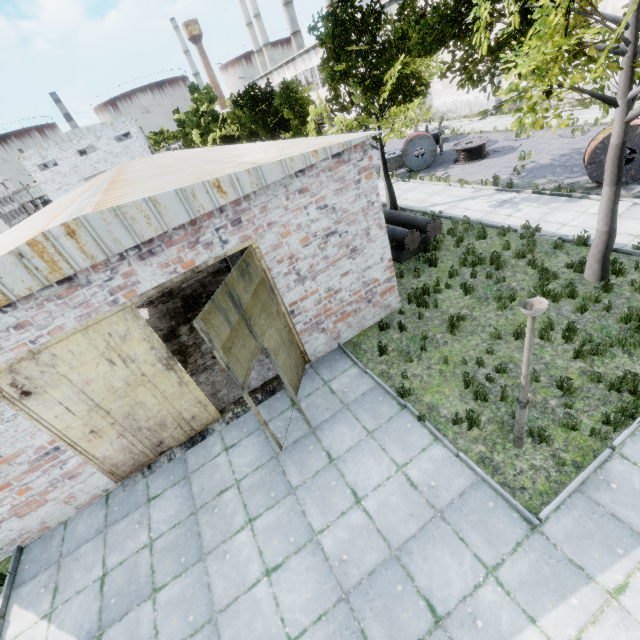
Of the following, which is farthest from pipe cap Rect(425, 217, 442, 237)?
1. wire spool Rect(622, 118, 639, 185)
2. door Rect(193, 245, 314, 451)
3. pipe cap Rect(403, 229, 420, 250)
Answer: wire spool Rect(622, 118, 639, 185)

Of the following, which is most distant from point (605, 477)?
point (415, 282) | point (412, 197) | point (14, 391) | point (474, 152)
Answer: point (474, 152)

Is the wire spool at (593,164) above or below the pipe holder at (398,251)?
above

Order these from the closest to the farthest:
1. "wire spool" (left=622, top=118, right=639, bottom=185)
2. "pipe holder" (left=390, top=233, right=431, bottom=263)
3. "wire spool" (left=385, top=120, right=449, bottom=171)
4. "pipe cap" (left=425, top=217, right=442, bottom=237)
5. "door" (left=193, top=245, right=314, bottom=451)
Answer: "door" (left=193, top=245, right=314, bottom=451) < "wire spool" (left=622, top=118, right=639, bottom=185) < "pipe cap" (left=425, top=217, right=442, bottom=237) < "pipe holder" (left=390, top=233, right=431, bottom=263) < "wire spool" (left=385, top=120, right=449, bottom=171)

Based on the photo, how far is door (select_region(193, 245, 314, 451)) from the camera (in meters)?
5.65

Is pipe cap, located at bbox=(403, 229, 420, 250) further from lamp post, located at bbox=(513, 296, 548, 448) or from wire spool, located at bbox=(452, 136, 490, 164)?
wire spool, located at bbox=(452, 136, 490, 164)

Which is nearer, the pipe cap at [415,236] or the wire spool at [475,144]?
the pipe cap at [415,236]

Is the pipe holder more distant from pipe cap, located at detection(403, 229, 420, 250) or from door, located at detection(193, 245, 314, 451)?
door, located at detection(193, 245, 314, 451)
